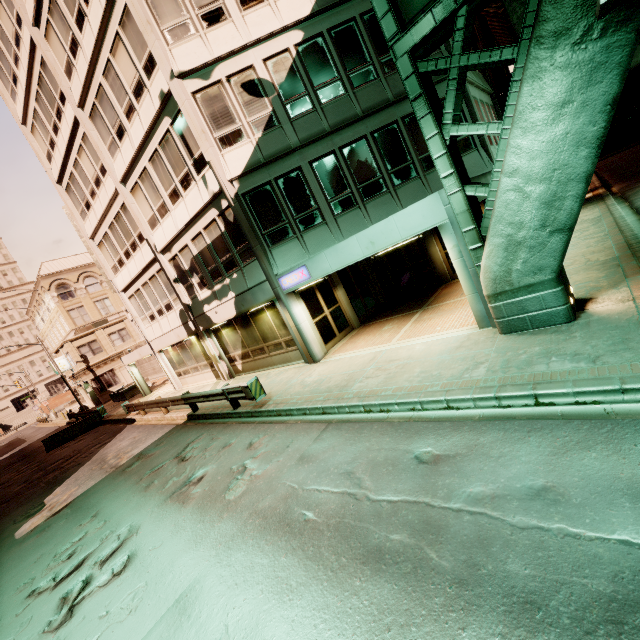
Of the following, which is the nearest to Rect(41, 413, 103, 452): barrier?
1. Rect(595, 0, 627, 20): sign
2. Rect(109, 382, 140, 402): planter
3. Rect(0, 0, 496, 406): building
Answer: Rect(0, 0, 496, 406): building

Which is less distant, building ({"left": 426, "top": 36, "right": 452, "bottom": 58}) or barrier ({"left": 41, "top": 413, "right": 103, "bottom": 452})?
building ({"left": 426, "top": 36, "right": 452, "bottom": 58})

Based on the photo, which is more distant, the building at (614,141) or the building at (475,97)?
the building at (614,141)

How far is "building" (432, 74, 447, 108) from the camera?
11.9 meters

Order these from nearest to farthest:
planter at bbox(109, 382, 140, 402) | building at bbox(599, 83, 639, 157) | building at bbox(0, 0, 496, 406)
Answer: building at bbox(0, 0, 496, 406) < planter at bbox(109, 382, 140, 402) < building at bbox(599, 83, 639, 157)

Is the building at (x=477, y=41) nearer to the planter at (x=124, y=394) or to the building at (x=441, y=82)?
the building at (x=441, y=82)

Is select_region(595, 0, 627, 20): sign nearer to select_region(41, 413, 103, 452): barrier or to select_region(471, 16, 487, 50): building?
select_region(471, 16, 487, 50): building

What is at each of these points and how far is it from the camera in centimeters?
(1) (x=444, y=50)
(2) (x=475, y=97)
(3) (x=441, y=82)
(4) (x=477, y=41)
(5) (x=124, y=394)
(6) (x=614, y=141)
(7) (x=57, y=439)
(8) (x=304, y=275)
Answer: (1) building, 1188cm
(2) building, 1399cm
(3) building, 1202cm
(4) building, 2202cm
(5) planter, 3006cm
(6) building, 3975cm
(7) barrier, 2381cm
(8) sign, 1123cm
